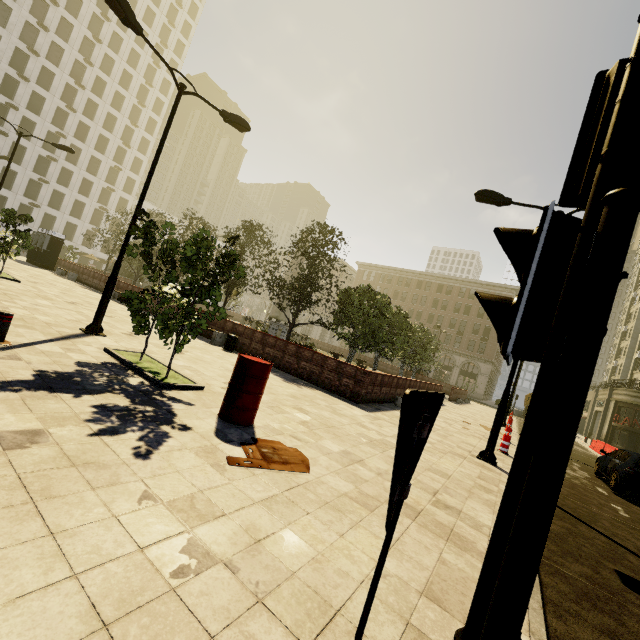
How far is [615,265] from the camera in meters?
1.1

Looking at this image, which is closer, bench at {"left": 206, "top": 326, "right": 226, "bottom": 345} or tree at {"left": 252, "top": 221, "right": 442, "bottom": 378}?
bench at {"left": 206, "top": 326, "right": 226, "bottom": 345}

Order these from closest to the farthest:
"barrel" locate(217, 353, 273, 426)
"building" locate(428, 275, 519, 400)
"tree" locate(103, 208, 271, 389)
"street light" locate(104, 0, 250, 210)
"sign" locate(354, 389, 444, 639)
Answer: "sign" locate(354, 389, 444, 639) → "barrel" locate(217, 353, 273, 426) → "tree" locate(103, 208, 271, 389) → "street light" locate(104, 0, 250, 210) → "building" locate(428, 275, 519, 400)

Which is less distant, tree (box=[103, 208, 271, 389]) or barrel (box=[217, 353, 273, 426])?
barrel (box=[217, 353, 273, 426])

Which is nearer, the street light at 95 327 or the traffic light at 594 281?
the traffic light at 594 281

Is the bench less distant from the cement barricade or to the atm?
the atm

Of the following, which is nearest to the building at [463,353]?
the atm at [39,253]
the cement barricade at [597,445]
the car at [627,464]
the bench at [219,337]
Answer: the cement barricade at [597,445]

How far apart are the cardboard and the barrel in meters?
0.5 m
